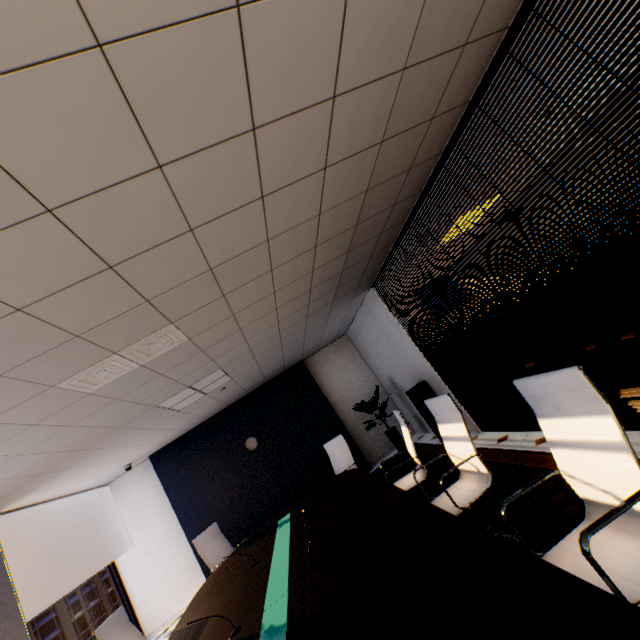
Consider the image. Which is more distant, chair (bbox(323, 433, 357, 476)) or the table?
chair (bbox(323, 433, 357, 476))

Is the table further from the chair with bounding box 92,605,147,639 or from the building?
the building

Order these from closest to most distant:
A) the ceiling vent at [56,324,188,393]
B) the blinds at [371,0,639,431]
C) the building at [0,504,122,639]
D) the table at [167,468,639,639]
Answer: the table at [167,468,639,639] → the blinds at [371,0,639,431] → the ceiling vent at [56,324,188,393] → the building at [0,504,122,639]

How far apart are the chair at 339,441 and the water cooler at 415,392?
1.45m

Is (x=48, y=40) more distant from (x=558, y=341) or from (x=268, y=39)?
(x=558, y=341)

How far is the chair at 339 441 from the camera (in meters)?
5.45

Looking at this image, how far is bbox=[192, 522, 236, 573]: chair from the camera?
4.9m

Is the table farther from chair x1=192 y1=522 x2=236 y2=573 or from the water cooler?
the water cooler
